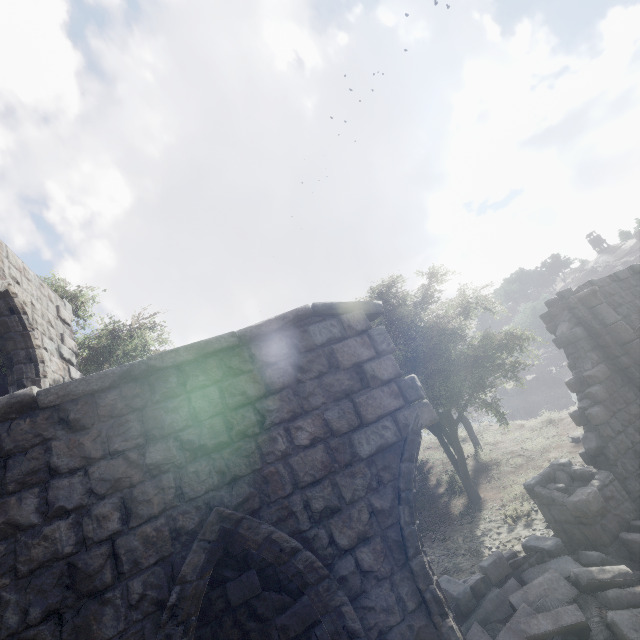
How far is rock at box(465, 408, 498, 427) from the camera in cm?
2288

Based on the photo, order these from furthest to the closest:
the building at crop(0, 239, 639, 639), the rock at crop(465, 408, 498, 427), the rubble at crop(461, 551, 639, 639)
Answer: the rock at crop(465, 408, 498, 427), the rubble at crop(461, 551, 639, 639), the building at crop(0, 239, 639, 639)

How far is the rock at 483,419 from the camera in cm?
2288

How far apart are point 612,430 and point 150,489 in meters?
11.0 m

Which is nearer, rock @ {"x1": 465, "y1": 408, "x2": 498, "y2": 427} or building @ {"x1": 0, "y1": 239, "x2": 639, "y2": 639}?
building @ {"x1": 0, "y1": 239, "x2": 639, "y2": 639}

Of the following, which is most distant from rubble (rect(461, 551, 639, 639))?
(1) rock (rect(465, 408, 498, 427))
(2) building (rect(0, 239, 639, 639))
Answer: (1) rock (rect(465, 408, 498, 427))

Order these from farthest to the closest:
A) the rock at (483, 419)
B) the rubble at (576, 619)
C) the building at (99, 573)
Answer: the rock at (483, 419), the rubble at (576, 619), the building at (99, 573)
